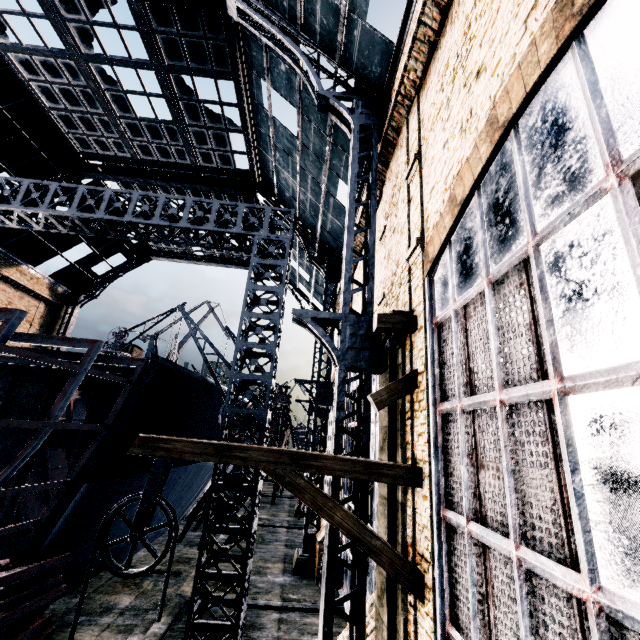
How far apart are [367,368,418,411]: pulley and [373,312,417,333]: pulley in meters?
0.9

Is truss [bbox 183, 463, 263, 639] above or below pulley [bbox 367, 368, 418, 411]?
below

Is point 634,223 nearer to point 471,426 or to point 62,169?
point 471,426

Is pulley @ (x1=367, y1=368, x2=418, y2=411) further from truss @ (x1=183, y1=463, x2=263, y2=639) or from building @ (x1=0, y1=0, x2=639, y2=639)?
truss @ (x1=183, y1=463, x2=263, y2=639)

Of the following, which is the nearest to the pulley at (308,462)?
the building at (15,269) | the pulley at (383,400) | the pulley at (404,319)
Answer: the pulley at (383,400)

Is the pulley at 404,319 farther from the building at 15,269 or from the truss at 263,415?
the building at 15,269

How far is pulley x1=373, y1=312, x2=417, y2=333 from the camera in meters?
7.6 m

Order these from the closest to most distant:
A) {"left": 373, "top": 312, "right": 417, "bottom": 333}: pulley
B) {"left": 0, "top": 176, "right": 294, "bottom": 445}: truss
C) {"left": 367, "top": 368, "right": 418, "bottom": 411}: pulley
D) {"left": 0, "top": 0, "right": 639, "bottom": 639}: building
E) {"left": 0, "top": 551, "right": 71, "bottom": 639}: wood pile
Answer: {"left": 0, "top": 0, "right": 639, "bottom": 639}: building < {"left": 367, "top": 368, "right": 418, "bottom": 411}: pulley < {"left": 373, "top": 312, "right": 417, "bottom": 333}: pulley < {"left": 0, "top": 551, "right": 71, "bottom": 639}: wood pile < {"left": 0, "top": 176, "right": 294, "bottom": 445}: truss
